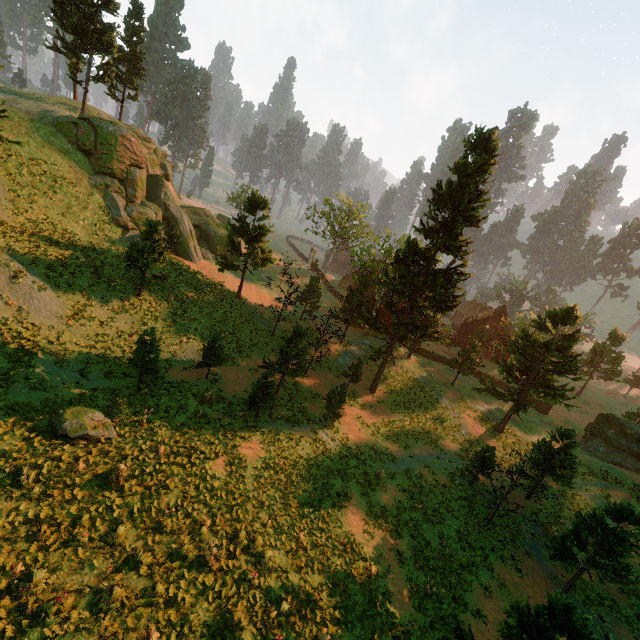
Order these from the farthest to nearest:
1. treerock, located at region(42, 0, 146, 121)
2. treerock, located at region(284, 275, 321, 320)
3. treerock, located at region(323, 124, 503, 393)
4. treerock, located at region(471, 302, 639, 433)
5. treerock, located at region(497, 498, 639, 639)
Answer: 1. treerock, located at region(42, 0, 146, 121)
2. treerock, located at region(284, 275, 321, 320)
3. treerock, located at region(471, 302, 639, 433)
4. treerock, located at region(323, 124, 503, 393)
5. treerock, located at region(497, 498, 639, 639)

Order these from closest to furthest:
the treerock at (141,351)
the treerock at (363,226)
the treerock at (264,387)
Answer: the treerock at (141,351)
the treerock at (264,387)
the treerock at (363,226)

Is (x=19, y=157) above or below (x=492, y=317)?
above

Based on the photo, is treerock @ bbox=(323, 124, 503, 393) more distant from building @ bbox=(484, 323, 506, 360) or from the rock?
the rock

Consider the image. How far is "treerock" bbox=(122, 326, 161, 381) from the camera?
18.5 meters

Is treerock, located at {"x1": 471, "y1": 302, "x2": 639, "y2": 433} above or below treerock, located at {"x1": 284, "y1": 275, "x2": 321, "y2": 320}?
above

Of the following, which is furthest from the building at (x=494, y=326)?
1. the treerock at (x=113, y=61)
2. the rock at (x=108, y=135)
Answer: the rock at (x=108, y=135)
